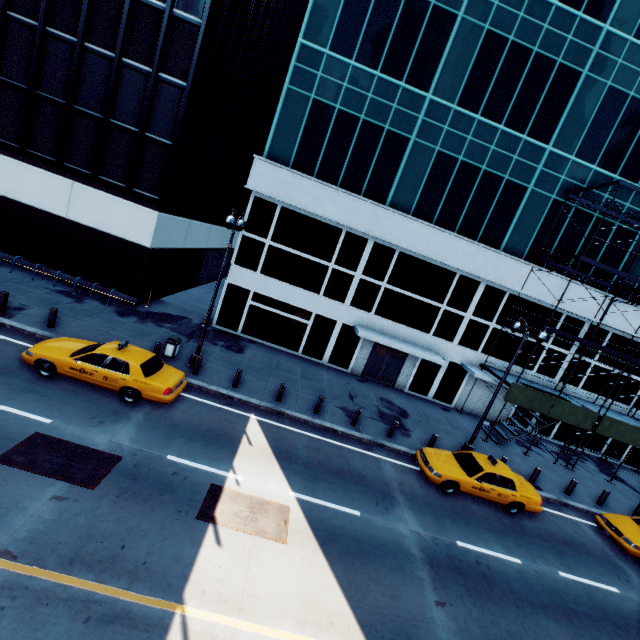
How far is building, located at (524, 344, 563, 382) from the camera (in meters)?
22.31

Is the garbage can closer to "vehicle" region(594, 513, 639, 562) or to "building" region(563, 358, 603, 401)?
"building" region(563, 358, 603, 401)

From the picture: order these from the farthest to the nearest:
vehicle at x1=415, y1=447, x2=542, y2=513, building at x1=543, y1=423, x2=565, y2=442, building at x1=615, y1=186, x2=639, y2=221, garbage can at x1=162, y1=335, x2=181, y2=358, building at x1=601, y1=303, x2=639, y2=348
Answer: building at x1=543, y1=423, x2=565, y2=442 → building at x1=601, y1=303, x2=639, y2=348 → building at x1=615, y1=186, x2=639, y2=221 → garbage can at x1=162, y1=335, x2=181, y2=358 → vehicle at x1=415, y1=447, x2=542, y2=513

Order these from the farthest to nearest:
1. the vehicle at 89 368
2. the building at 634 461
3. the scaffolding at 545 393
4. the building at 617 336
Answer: the building at 634 461
the building at 617 336
the scaffolding at 545 393
the vehicle at 89 368

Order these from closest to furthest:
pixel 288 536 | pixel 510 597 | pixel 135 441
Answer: pixel 288 536 < pixel 510 597 < pixel 135 441

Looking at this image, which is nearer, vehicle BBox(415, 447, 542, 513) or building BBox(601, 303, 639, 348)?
vehicle BBox(415, 447, 542, 513)

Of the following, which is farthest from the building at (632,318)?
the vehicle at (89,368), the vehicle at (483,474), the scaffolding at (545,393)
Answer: the vehicle at (89,368)

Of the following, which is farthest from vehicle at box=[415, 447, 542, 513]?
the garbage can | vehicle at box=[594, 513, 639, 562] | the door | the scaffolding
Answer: the garbage can
